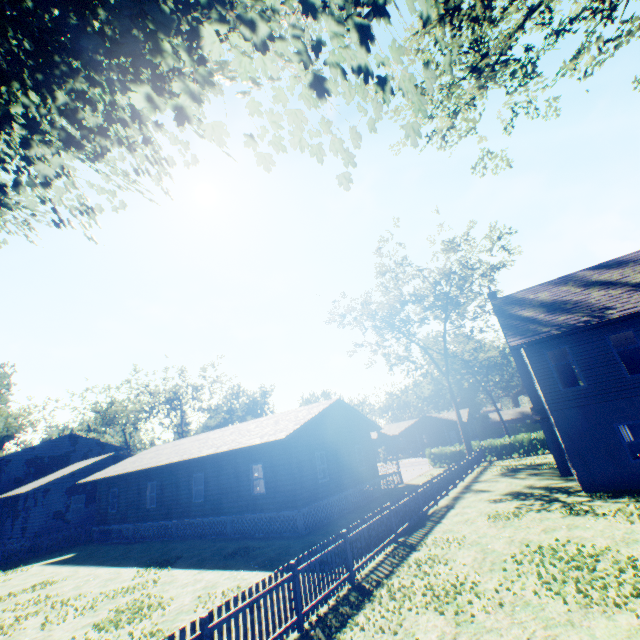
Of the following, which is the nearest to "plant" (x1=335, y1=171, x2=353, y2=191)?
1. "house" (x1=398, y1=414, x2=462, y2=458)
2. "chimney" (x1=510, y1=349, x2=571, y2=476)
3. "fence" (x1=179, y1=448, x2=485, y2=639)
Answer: "fence" (x1=179, y1=448, x2=485, y2=639)

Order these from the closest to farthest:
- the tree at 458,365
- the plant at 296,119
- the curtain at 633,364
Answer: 1. the plant at 296,119
2. the curtain at 633,364
3. the tree at 458,365

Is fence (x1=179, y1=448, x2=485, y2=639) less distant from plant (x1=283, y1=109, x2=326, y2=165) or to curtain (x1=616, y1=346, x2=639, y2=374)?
plant (x1=283, y1=109, x2=326, y2=165)

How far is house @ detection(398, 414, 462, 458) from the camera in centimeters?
5509cm

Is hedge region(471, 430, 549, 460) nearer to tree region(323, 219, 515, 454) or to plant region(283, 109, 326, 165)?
tree region(323, 219, 515, 454)

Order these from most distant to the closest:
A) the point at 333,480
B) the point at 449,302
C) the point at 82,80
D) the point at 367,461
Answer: the point at 449,302 < the point at 367,461 < the point at 333,480 < the point at 82,80

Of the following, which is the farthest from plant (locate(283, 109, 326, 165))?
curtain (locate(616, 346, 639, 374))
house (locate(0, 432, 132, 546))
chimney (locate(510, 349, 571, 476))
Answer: chimney (locate(510, 349, 571, 476))

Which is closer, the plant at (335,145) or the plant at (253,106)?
the plant at (253,106)
